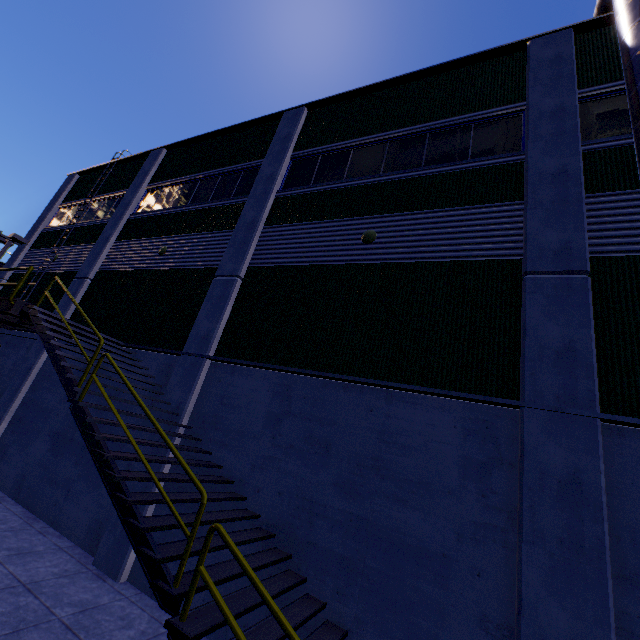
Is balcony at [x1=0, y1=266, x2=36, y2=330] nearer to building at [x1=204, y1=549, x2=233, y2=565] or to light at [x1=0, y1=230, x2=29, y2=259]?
building at [x1=204, y1=549, x2=233, y2=565]

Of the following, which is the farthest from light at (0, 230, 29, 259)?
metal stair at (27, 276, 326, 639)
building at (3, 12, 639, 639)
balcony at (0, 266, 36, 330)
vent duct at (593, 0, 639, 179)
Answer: vent duct at (593, 0, 639, 179)

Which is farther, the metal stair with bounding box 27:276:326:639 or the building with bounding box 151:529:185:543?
the building with bounding box 151:529:185:543

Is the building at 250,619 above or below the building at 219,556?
below

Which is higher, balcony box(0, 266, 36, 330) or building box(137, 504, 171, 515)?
balcony box(0, 266, 36, 330)

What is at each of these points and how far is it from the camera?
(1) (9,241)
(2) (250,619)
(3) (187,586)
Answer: (1) light, 17.7m
(2) building, 5.5m
(3) metal stair, 3.8m

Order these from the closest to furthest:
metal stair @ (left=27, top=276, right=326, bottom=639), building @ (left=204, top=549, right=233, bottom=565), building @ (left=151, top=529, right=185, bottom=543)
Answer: metal stair @ (left=27, top=276, right=326, bottom=639) → building @ (left=204, top=549, right=233, bottom=565) → building @ (left=151, top=529, right=185, bottom=543)

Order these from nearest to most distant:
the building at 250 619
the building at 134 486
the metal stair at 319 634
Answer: the metal stair at 319 634 < the building at 250 619 < the building at 134 486
